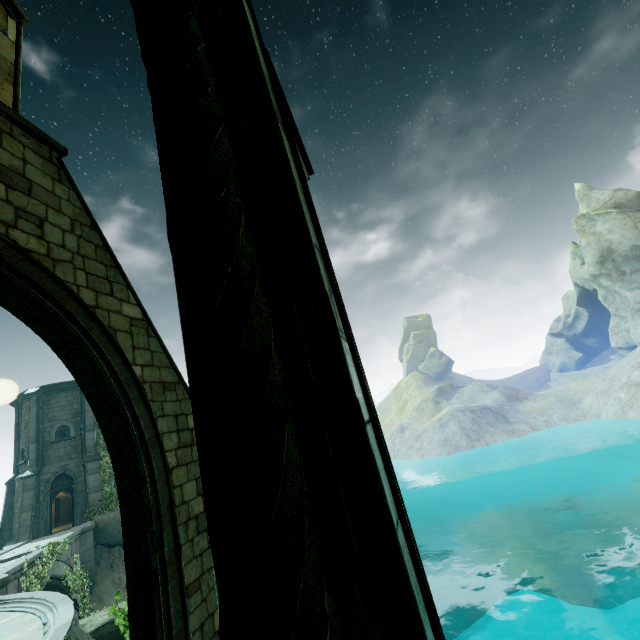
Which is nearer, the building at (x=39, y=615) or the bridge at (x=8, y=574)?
the building at (x=39, y=615)

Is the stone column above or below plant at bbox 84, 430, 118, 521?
above

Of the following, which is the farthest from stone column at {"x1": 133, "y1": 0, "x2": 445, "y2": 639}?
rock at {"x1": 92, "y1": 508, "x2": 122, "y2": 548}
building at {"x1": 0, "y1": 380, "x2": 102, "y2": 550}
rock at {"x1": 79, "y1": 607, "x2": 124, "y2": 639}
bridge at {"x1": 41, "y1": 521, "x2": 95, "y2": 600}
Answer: building at {"x1": 0, "y1": 380, "x2": 102, "y2": 550}

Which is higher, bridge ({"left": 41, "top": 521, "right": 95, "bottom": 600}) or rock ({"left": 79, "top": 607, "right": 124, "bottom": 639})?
bridge ({"left": 41, "top": 521, "right": 95, "bottom": 600})

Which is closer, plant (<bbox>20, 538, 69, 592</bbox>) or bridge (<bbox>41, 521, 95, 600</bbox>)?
plant (<bbox>20, 538, 69, 592</bbox>)

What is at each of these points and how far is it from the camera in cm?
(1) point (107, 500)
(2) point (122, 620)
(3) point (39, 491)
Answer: (1) plant, 2212
(2) plant, 497
(3) building, 2117

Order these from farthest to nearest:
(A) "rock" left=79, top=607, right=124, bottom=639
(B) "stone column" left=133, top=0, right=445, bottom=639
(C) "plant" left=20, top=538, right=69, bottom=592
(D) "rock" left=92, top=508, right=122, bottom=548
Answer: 1. (D) "rock" left=92, top=508, right=122, bottom=548
2. (C) "plant" left=20, top=538, right=69, bottom=592
3. (A) "rock" left=79, top=607, right=124, bottom=639
4. (B) "stone column" left=133, top=0, right=445, bottom=639

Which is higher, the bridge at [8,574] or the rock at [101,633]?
the bridge at [8,574]
